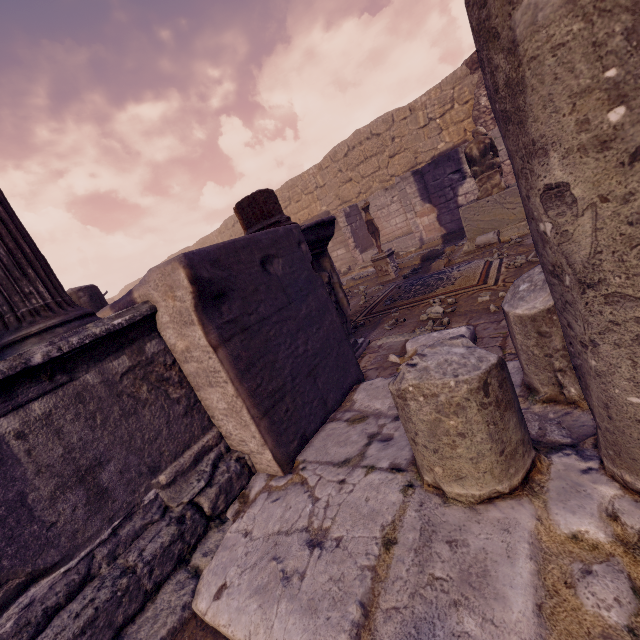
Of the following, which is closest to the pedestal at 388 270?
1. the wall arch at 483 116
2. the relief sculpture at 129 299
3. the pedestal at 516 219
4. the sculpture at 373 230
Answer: the sculpture at 373 230

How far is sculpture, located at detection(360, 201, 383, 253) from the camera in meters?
8.3

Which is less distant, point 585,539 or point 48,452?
point 585,539

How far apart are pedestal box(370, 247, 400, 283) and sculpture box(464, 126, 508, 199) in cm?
232

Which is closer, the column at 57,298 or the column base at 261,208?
the column at 57,298

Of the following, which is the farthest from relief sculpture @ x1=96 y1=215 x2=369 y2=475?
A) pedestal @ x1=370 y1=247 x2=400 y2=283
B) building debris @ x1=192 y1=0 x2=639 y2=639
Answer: pedestal @ x1=370 y1=247 x2=400 y2=283

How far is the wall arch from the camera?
10.8 meters

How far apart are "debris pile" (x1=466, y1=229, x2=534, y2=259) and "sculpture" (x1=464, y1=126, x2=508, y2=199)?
0.4m
